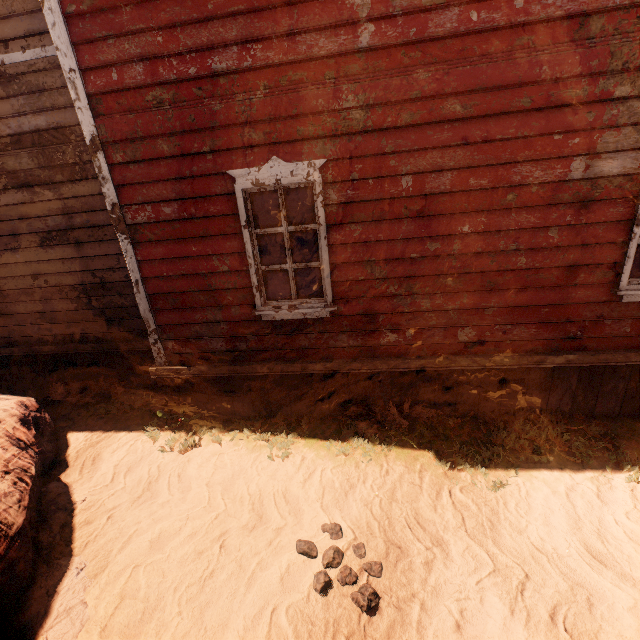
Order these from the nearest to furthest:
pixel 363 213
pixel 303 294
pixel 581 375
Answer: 1. pixel 363 213
2. pixel 581 375
3. pixel 303 294

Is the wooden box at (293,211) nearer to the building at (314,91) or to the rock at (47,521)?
the building at (314,91)

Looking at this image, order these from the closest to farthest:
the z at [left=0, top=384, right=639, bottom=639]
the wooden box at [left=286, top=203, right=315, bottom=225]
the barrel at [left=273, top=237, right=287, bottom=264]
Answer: the z at [left=0, top=384, right=639, bottom=639] → the barrel at [left=273, top=237, right=287, bottom=264] → the wooden box at [left=286, top=203, right=315, bottom=225]

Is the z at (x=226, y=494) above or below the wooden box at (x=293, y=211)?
below

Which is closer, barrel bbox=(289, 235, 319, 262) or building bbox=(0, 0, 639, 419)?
building bbox=(0, 0, 639, 419)

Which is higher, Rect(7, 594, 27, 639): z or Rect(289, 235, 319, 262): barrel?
Rect(289, 235, 319, 262): barrel

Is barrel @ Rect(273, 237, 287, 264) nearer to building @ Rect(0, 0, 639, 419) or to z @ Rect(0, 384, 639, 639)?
building @ Rect(0, 0, 639, 419)

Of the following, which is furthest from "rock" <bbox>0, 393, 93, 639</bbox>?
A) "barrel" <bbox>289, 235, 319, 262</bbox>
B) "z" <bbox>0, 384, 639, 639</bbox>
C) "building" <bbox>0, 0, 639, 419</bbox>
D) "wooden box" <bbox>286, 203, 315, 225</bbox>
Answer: "wooden box" <bbox>286, 203, 315, 225</bbox>
